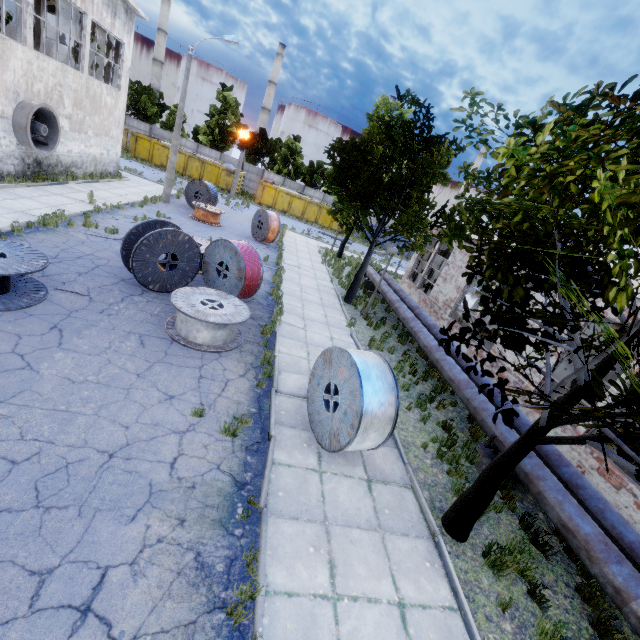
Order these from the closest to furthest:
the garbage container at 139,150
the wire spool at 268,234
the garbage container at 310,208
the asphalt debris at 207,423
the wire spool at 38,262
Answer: the asphalt debris at 207,423 < the wire spool at 38,262 < the wire spool at 268,234 < the garbage container at 139,150 < the garbage container at 310,208

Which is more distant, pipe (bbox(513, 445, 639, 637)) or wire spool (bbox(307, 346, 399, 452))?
wire spool (bbox(307, 346, 399, 452))

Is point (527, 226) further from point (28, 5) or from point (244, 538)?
point (28, 5)

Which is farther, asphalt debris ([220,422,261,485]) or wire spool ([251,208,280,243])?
wire spool ([251,208,280,243])

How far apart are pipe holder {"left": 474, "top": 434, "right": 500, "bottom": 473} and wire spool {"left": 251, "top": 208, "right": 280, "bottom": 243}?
16.5m

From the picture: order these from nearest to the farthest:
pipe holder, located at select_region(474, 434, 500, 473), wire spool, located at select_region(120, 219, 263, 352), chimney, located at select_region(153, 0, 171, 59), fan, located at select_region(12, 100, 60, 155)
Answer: pipe holder, located at select_region(474, 434, 500, 473) < wire spool, located at select_region(120, 219, 263, 352) < fan, located at select_region(12, 100, 60, 155) < chimney, located at select_region(153, 0, 171, 59)

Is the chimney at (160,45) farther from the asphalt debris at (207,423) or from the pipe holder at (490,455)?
the pipe holder at (490,455)

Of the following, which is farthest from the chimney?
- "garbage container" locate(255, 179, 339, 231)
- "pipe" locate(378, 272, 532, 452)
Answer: "pipe" locate(378, 272, 532, 452)
